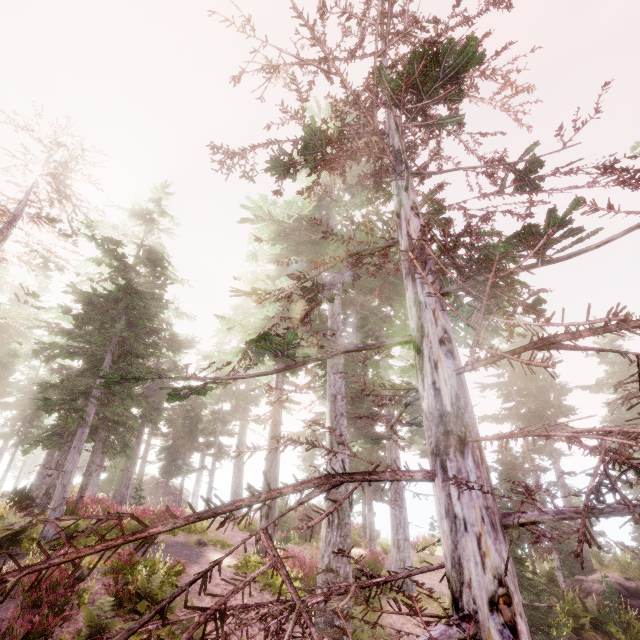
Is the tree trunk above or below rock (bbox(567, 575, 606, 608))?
above

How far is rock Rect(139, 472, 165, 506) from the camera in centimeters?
3531cm

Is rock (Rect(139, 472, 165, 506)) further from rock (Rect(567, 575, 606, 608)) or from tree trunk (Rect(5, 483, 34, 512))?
rock (Rect(567, 575, 606, 608))

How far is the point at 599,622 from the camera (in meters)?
13.36

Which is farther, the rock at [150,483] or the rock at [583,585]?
the rock at [150,483]

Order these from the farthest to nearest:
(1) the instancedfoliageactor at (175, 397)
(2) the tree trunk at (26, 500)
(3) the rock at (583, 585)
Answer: (2) the tree trunk at (26, 500)
(3) the rock at (583, 585)
(1) the instancedfoliageactor at (175, 397)

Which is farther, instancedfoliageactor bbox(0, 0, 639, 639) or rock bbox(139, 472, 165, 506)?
rock bbox(139, 472, 165, 506)

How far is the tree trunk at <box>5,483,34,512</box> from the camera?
18.1 meters
